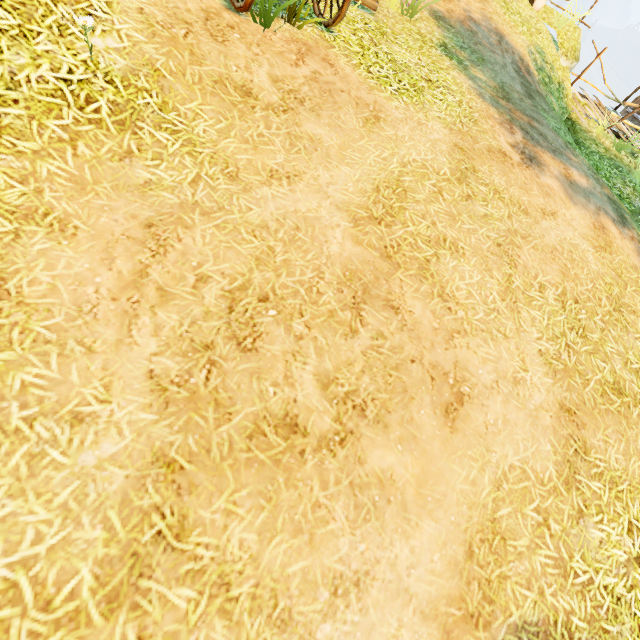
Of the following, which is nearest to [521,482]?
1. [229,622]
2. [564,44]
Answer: [229,622]
